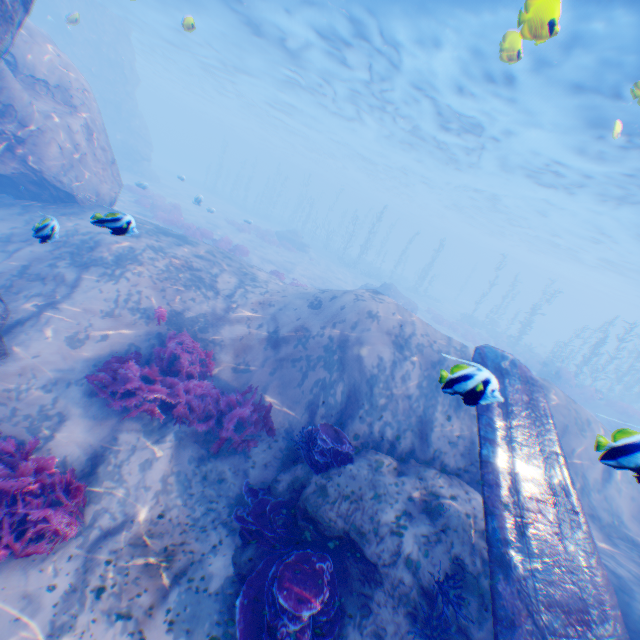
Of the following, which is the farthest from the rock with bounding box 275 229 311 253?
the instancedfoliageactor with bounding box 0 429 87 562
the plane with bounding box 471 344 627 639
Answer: the instancedfoliageactor with bounding box 0 429 87 562

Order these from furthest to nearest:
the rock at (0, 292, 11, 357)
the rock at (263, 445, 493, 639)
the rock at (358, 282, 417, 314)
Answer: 1. the rock at (358, 282, 417, 314)
2. the rock at (0, 292, 11, 357)
3. the rock at (263, 445, 493, 639)

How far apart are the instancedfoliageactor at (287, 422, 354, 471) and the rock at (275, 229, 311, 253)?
27.3m

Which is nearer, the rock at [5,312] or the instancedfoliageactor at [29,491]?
the instancedfoliageactor at [29,491]

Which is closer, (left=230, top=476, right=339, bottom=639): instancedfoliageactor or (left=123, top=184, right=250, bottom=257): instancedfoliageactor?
(left=230, top=476, right=339, bottom=639): instancedfoliageactor

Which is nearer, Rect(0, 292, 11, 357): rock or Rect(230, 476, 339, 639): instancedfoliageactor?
Rect(230, 476, 339, 639): instancedfoliageactor

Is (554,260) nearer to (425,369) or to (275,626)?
(425,369)

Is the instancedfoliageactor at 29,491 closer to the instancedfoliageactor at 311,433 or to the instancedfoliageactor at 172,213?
the instancedfoliageactor at 311,433
